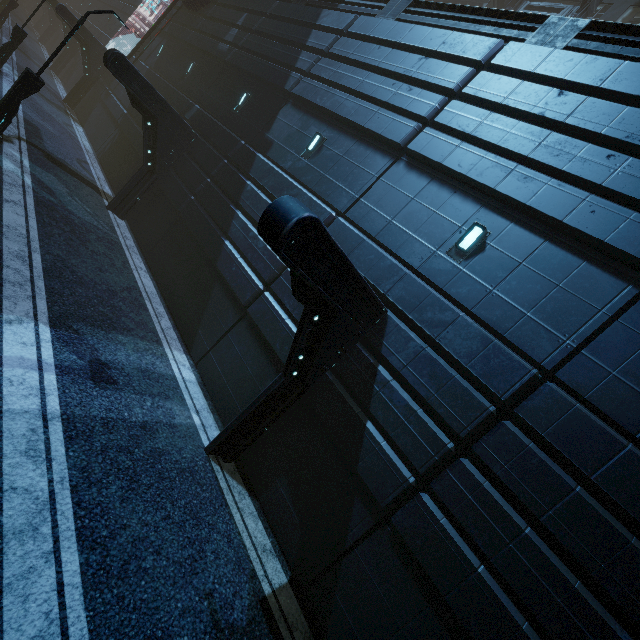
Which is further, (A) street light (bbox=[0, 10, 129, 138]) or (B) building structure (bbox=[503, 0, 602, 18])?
(B) building structure (bbox=[503, 0, 602, 18])

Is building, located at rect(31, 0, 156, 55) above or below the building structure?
below

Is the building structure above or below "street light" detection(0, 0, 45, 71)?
above

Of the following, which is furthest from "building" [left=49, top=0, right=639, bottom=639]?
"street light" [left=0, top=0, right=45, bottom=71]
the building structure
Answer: "street light" [left=0, top=0, right=45, bottom=71]

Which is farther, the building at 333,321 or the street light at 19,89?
the street light at 19,89

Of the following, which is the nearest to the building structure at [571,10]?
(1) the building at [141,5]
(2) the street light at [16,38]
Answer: (1) the building at [141,5]

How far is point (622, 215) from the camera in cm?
556

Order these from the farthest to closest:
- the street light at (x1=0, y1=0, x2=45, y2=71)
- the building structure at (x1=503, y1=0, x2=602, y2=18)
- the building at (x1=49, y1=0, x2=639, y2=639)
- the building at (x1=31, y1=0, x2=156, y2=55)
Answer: the building at (x1=31, y1=0, x2=156, y2=55), the building structure at (x1=503, y1=0, x2=602, y2=18), the street light at (x1=0, y1=0, x2=45, y2=71), the building at (x1=49, y1=0, x2=639, y2=639)
